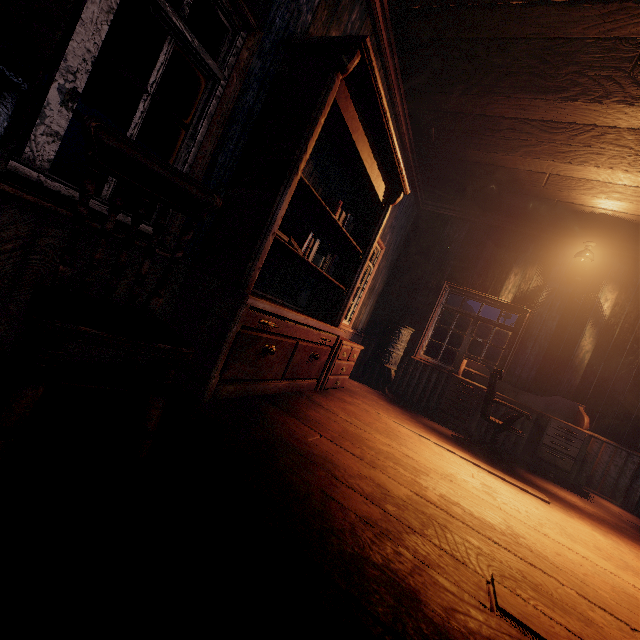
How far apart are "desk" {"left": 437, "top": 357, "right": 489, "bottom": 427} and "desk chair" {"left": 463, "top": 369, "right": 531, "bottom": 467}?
0.19m

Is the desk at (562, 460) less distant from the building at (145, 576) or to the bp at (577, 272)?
the building at (145, 576)

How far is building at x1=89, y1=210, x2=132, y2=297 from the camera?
1.83m

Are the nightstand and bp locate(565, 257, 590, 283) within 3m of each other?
no

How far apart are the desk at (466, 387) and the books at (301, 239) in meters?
3.4 m

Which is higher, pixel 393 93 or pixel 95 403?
pixel 393 93

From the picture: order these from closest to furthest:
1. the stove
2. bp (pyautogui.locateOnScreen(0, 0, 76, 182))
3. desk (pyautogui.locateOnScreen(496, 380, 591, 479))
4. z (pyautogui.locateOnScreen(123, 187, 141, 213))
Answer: bp (pyautogui.locateOnScreen(0, 0, 76, 182))
desk (pyautogui.locateOnScreen(496, 380, 591, 479))
the stove
z (pyautogui.locateOnScreen(123, 187, 141, 213))

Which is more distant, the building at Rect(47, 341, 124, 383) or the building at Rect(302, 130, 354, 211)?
the building at Rect(302, 130, 354, 211)
